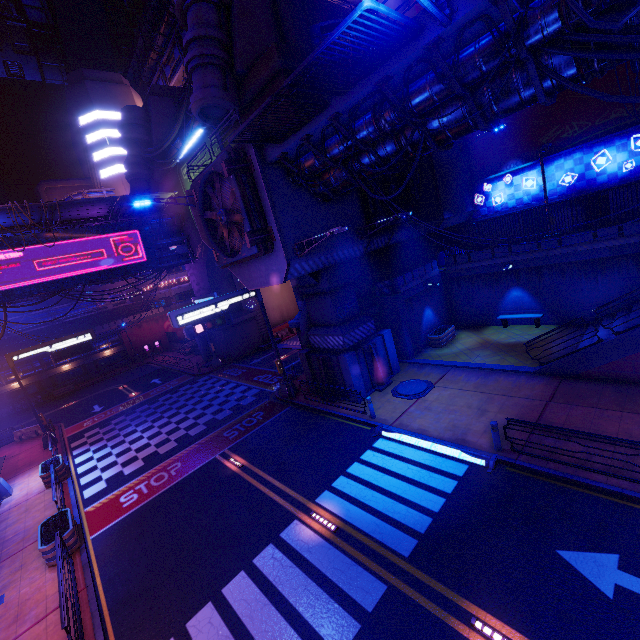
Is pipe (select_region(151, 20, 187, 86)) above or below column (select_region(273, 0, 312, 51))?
above

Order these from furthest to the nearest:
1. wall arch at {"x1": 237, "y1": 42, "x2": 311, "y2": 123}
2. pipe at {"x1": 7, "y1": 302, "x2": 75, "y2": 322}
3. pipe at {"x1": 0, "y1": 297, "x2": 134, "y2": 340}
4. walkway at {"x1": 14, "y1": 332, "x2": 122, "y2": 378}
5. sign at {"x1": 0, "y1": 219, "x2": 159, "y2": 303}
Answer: walkway at {"x1": 14, "y1": 332, "x2": 122, "y2": 378}, pipe at {"x1": 7, "y1": 302, "x2": 75, "y2": 322}, pipe at {"x1": 0, "y1": 297, "x2": 134, "y2": 340}, sign at {"x1": 0, "y1": 219, "x2": 159, "y2": 303}, wall arch at {"x1": 237, "y1": 42, "x2": 311, "y2": 123}

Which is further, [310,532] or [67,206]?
[67,206]

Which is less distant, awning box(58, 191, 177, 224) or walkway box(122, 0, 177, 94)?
awning box(58, 191, 177, 224)

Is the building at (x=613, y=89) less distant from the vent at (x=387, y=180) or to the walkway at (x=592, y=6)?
the walkway at (x=592, y=6)

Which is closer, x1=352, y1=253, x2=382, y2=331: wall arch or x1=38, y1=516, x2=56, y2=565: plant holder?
x1=38, y1=516, x2=56, y2=565: plant holder

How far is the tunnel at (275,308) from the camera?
34.68m

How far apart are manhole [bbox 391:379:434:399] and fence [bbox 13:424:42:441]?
28.6 meters
